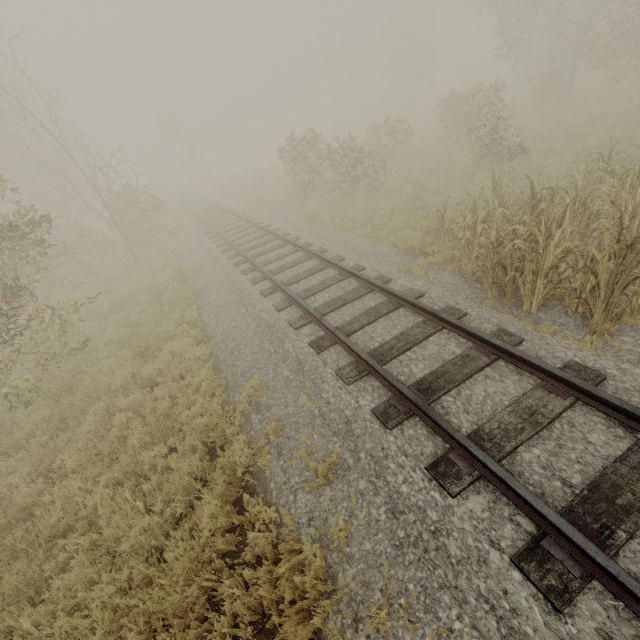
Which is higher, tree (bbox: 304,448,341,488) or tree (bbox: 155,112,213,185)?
tree (bbox: 155,112,213,185)

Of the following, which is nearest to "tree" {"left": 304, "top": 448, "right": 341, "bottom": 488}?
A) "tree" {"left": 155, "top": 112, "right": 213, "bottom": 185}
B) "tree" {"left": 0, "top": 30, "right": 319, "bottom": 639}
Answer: "tree" {"left": 0, "top": 30, "right": 319, "bottom": 639}

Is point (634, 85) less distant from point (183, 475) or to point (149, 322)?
point (149, 322)

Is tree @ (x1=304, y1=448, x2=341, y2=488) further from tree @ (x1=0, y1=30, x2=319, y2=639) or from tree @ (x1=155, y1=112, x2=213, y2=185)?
tree @ (x1=155, y1=112, x2=213, y2=185)

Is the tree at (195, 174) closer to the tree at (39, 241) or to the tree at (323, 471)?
the tree at (39, 241)

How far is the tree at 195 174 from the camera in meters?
38.4
